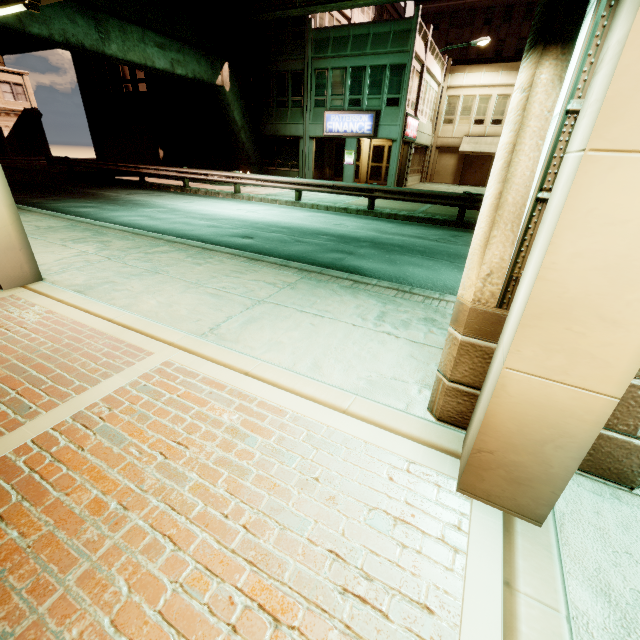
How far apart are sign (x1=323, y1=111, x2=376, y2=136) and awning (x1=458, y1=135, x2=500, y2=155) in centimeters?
1146cm

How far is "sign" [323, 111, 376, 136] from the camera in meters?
20.5

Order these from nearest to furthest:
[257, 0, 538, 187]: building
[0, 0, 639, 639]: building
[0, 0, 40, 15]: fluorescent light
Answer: [0, 0, 639, 639]: building
[0, 0, 40, 15]: fluorescent light
[257, 0, 538, 187]: building

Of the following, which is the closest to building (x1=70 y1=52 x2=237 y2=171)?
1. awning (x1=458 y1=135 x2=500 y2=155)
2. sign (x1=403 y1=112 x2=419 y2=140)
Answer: sign (x1=403 y1=112 x2=419 y2=140)

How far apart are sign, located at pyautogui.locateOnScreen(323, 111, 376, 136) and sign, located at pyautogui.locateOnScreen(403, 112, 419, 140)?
1.75m

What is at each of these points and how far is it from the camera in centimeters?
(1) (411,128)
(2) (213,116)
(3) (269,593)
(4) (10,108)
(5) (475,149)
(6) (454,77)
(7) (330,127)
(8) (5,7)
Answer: (1) sign, 2162cm
(2) building, 2408cm
(3) building, 159cm
(4) building, 3412cm
(5) awning, 2722cm
(6) building, 2712cm
(7) sign, 2169cm
(8) fluorescent light, 283cm

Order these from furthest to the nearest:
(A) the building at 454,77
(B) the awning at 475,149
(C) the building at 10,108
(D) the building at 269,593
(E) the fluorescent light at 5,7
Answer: (C) the building at 10,108 < (B) the awning at 475,149 < (A) the building at 454,77 < (E) the fluorescent light at 5,7 < (D) the building at 269,593

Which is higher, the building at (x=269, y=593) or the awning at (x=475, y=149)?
the awning at (x=475, y=149)
